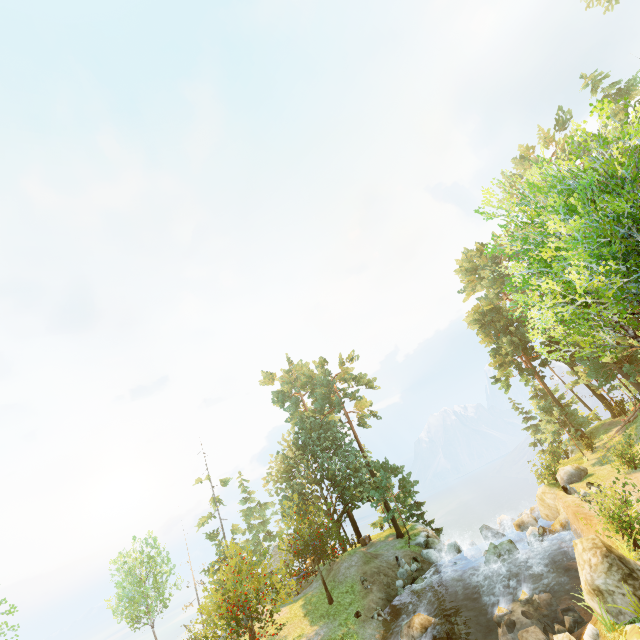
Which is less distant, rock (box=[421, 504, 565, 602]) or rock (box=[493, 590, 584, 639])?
rock (box=[493, 590, 584, 639])

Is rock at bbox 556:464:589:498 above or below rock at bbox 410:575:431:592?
above

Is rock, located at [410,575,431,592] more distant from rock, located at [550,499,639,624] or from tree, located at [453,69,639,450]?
rock, located at [550,499,639,624]

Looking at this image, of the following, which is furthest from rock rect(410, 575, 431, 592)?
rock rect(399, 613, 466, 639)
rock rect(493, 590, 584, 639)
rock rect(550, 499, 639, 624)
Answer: rock rect(550, 499, 639, 624)

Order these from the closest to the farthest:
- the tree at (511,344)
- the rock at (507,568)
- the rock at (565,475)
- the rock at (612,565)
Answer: the tree at (511,344), the rock at (612,565), the rock at (565,475), the rock at (507,568)

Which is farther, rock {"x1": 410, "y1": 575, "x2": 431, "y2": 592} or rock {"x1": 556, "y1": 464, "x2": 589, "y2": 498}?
rock {"x1": 410, "y1": 575, "x2": 431, "y2": 592}

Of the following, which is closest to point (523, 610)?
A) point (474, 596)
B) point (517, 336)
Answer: point (474, 596)

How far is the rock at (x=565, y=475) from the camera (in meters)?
20.16
